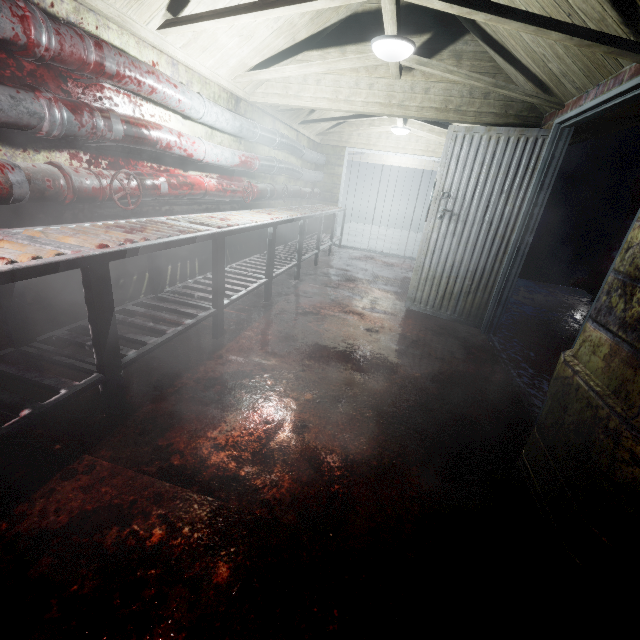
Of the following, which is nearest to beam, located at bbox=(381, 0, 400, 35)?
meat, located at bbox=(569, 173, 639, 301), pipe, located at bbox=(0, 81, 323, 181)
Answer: pipe, located at bbox=(0, 81, 323, 181)

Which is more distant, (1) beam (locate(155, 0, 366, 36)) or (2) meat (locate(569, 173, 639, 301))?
(2) meat (locate(569, 173, 639, 301))

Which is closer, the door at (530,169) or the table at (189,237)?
the table at (189,237)

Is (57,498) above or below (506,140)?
below

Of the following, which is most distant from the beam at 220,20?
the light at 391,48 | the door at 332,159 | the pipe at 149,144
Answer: the door at 332,159

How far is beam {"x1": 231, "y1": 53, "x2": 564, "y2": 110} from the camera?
2.68m

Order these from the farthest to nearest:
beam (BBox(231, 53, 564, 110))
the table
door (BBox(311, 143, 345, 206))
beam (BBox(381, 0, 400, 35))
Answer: door (BBox(311, 143, 345, 206)), beam (BBox(231, 53, 564, 110)), beam (BBox(381, 0, 400, 35)), the table

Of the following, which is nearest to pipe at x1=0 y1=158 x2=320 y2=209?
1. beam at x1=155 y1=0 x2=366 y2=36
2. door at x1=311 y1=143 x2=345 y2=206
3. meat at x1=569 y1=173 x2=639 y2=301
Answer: door at x1=311 y1=143 x2=345 y2=206
